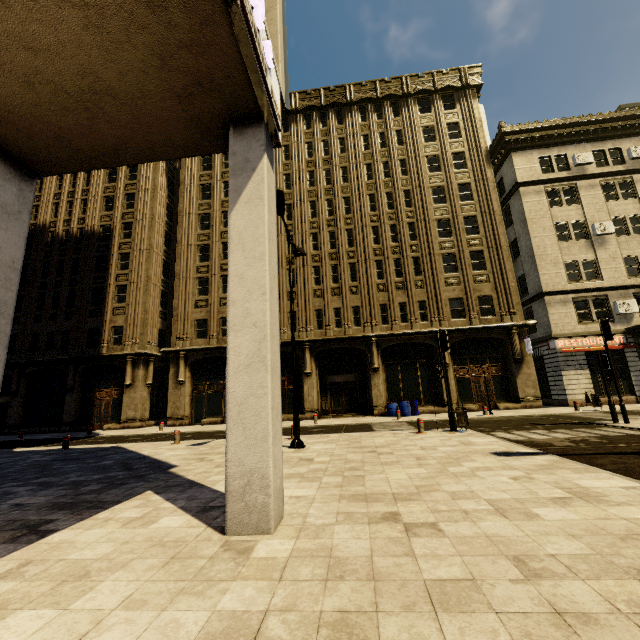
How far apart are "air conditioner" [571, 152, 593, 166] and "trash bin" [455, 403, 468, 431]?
24.20m

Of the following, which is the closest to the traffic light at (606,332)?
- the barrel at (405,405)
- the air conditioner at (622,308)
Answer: the barrel at (405,405)

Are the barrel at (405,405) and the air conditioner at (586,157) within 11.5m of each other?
no

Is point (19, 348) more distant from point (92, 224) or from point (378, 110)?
point (378, 110)

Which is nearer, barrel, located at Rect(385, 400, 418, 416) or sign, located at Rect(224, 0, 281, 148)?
sign, located at Rect(224, 0, 281, 148)

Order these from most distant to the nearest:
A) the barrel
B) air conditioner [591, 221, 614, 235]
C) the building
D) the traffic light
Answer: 1. air conditioner [591, 221, 614, 235]
2. the barrel
3. the traffic light
4. the building

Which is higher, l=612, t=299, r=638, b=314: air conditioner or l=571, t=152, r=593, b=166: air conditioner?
l=571, t=152, r=593, b=166: air conditioner

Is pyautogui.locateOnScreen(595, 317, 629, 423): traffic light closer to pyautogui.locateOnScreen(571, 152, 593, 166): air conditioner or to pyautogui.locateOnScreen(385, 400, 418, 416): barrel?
pyautogui.locateOnScreen(385, 400, 418, 416): barrel
